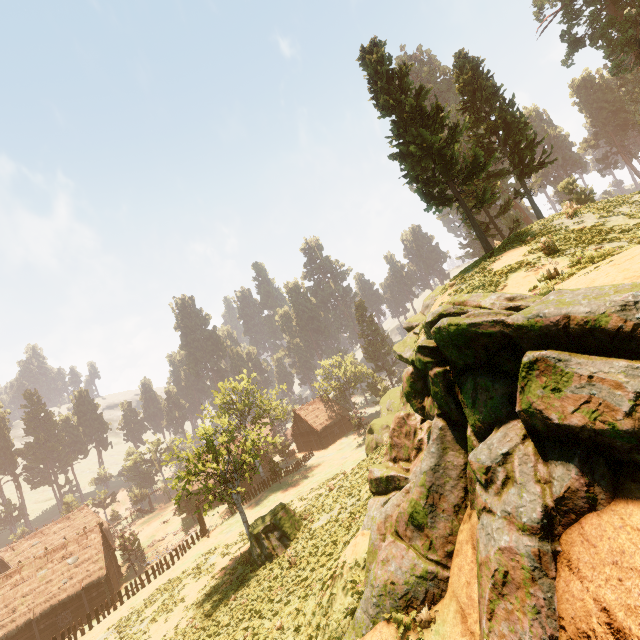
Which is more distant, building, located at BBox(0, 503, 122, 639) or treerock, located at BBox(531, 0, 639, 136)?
building, located at BBox(0, 503, 122, 639)

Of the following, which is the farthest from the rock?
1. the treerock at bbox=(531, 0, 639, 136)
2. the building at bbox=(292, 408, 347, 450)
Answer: the building at bbox=(292, 408, 347, 450)

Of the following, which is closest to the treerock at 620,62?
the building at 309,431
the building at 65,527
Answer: the building at 65,527

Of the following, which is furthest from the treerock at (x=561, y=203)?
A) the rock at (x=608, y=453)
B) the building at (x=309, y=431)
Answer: the rock at (x=608, y=453)

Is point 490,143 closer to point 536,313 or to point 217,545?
point 536,313

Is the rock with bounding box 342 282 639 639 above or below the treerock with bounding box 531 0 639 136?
below

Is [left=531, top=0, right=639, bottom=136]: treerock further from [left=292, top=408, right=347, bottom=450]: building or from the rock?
the rock
